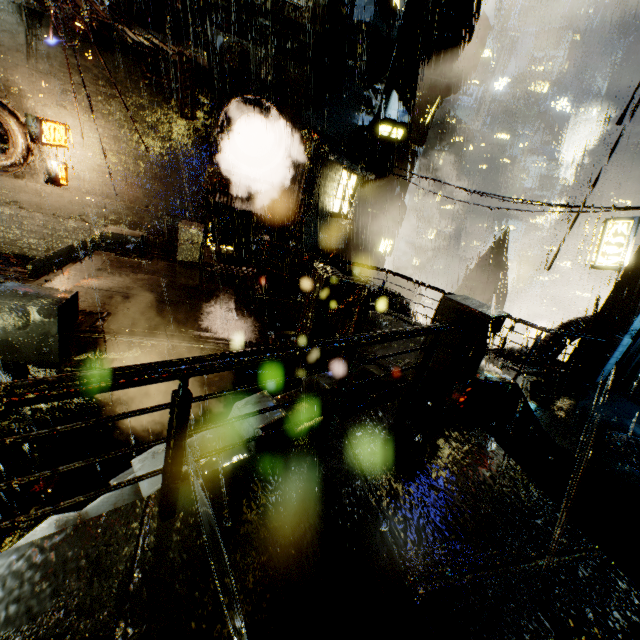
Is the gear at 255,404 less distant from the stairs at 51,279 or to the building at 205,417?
the building at 205,417

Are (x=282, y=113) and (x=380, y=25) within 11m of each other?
yes

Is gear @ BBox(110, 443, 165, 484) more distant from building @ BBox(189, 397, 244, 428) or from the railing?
the railing

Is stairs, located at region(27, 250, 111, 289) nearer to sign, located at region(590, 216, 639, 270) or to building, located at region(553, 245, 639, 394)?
building, located at region(553, 245, 639, 394)

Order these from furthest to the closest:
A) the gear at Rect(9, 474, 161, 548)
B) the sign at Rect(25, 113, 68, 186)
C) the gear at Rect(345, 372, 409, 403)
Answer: the sign at Rect(25, 113, 68, 186) → the gear at Rect(345, 372, 409, 403) → the gear at Rect(9, 474, 161, 548)

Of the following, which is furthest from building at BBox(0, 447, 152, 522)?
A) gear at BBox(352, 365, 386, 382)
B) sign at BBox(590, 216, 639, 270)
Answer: sign at BBox(590, 216, 639, 270)

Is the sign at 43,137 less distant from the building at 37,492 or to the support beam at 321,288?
the building at 37,492

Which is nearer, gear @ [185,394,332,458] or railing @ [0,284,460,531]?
railing @ [0,284,460,531]
